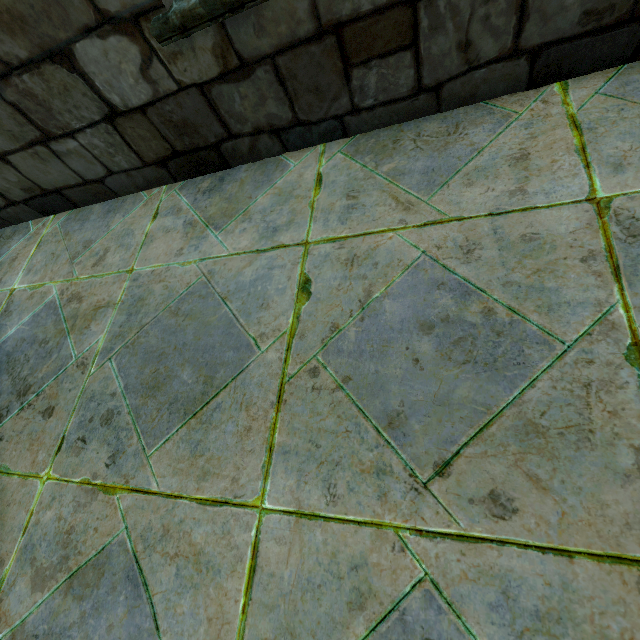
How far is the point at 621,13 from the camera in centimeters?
132cm
